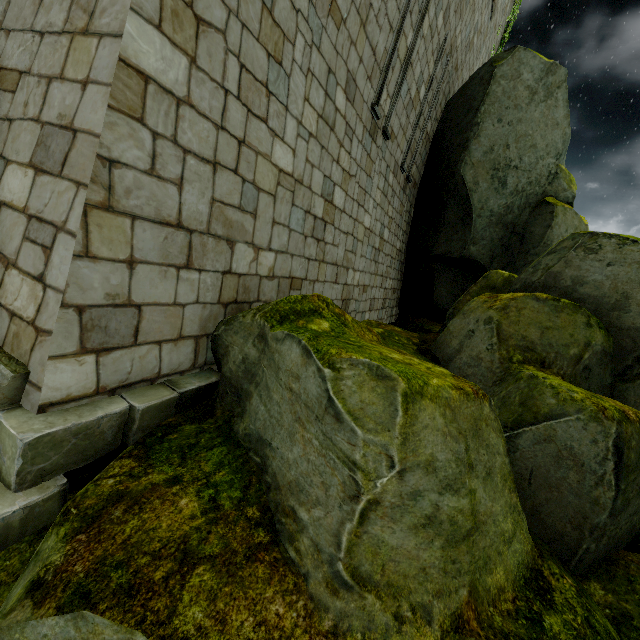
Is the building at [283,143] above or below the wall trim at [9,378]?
above

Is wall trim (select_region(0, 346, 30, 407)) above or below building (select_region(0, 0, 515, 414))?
below

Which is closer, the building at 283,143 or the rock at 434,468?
the rock at 434,468

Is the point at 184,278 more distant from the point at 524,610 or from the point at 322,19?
the point at 322,19

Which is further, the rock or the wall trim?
the wall trim

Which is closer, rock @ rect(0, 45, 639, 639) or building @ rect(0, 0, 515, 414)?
rock @ rect(0, 45, 639, 639)
